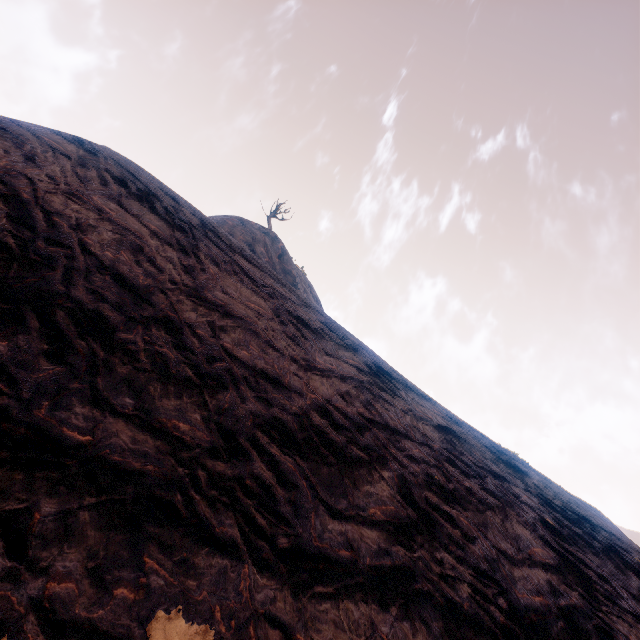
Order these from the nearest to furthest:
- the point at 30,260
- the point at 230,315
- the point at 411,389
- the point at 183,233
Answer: the point at 30,260
the point at 230,315
the point at 183,233
the point at 411,389
